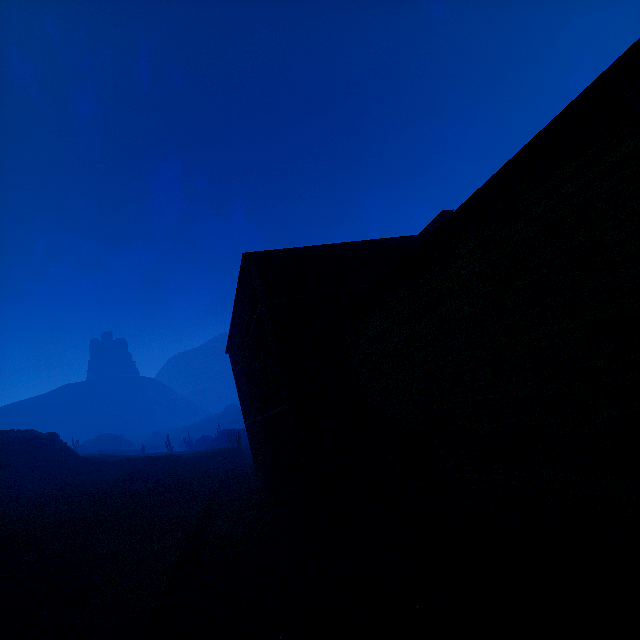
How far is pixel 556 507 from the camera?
5.21m

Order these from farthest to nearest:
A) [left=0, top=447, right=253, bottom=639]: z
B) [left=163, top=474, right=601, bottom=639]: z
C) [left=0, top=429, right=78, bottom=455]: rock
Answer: [left=0, top=429, right=78, bottom=455]: rock < [left=0, top=447, right=253, bottom=639]: z < [left=163, top=474, right=601, bottom=639]: z

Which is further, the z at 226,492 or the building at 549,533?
the z at 226,492

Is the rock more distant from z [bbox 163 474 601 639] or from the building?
the building

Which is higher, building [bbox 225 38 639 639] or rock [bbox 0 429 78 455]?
rock [bbox 0 429 78 455]

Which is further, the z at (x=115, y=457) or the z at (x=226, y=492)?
the z at (x=115, y=457)
